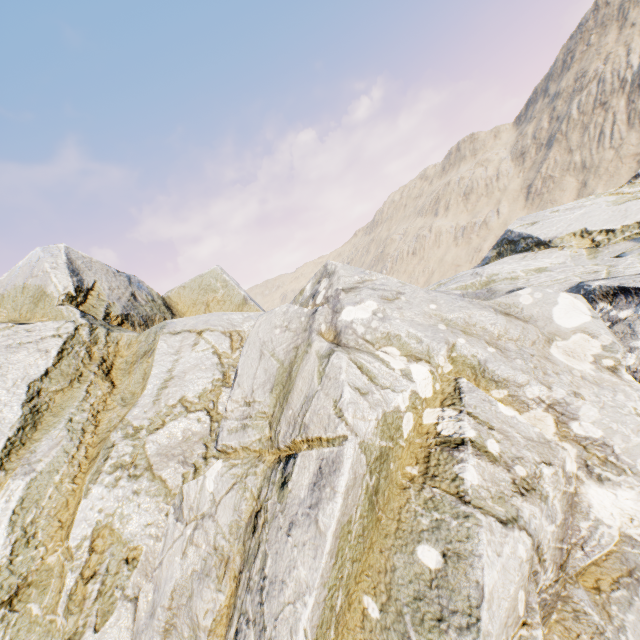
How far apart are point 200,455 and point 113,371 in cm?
415
